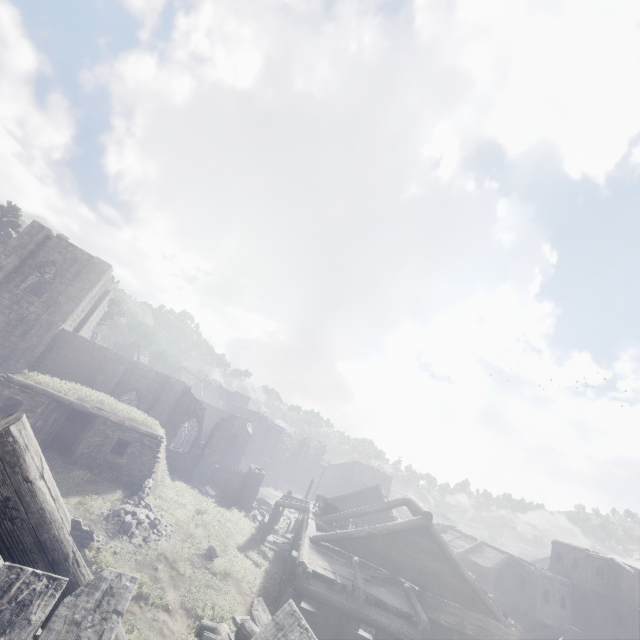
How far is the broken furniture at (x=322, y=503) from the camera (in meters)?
19.06

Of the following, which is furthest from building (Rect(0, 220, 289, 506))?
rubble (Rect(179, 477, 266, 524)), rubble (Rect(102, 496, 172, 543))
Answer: rubble (Rect(102, 496, 172, 543))

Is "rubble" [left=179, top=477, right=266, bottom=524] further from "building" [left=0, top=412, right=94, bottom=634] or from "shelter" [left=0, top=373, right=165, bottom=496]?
"shelter" [left=0, top=373, right=165, bottom=496]

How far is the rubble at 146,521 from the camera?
13.8 meters

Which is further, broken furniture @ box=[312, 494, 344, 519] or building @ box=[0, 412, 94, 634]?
broken furniture @ box=[312, 494, 344, 519]

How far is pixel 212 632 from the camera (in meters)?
7.68

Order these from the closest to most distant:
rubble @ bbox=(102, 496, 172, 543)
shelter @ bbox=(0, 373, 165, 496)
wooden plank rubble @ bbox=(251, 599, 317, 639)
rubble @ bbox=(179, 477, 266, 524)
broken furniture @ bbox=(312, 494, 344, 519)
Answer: wooden plank rubble @ bbox=(251, 599, 317, 639), rubble @ bbox=(102, 496, 172, 543), shelter @ bbox=(0, 373, 165, 496), broken furniture @ bbox=(312, 494, 344, 519), rubble @ bbox=(179, 477, 266, 524)

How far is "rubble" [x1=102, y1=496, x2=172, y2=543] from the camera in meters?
13.8 m
